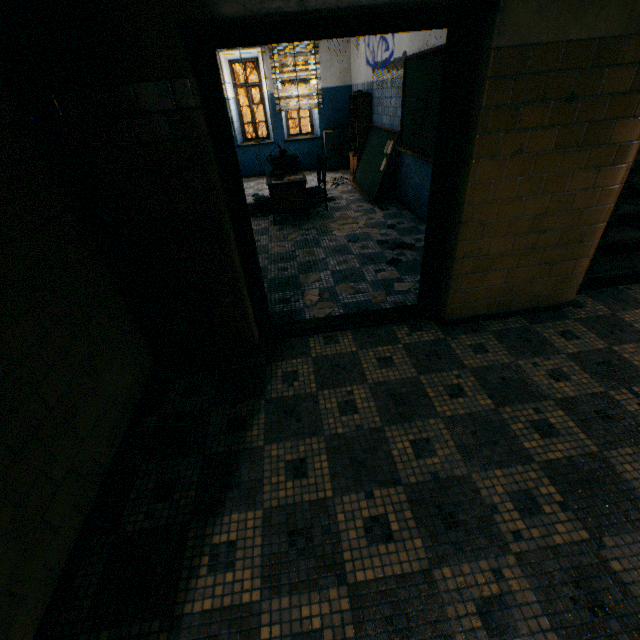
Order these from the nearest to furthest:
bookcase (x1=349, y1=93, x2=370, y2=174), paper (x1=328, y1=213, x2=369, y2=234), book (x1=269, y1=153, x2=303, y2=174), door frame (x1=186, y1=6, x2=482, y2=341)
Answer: door frame (x1=186, y1=6, x2=482, y2=341) < paper (x1=328, y1=213, x2=369, y2=234) < book (x1=269, y1=153, x2=303, y2=174) < bookcase (x1=349, y1=93, x2=370, y2=174)

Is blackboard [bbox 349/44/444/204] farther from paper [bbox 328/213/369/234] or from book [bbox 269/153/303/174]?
book [bbox 269/153/303/174]

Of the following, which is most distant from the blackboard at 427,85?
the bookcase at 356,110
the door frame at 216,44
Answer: the door frame at 216,44

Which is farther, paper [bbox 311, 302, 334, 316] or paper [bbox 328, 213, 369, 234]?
paper [bbox 328, 213, 369, 234]

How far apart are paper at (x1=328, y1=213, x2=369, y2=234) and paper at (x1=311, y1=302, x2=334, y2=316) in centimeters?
173cm

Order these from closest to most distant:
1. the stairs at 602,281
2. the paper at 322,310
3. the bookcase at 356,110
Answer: the stairs at 602,281
the paper at 322,310
the bookcase at 356,110

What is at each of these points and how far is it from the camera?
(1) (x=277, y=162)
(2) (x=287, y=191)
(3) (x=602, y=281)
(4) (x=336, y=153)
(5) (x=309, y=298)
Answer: (1) book, 6.0m
(2) desk, 5.5m
(3) stairs, 3.2m
(4) cabinet, 9.1m
(5) paper, 3.6m

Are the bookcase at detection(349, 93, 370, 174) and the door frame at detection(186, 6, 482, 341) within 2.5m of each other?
no
